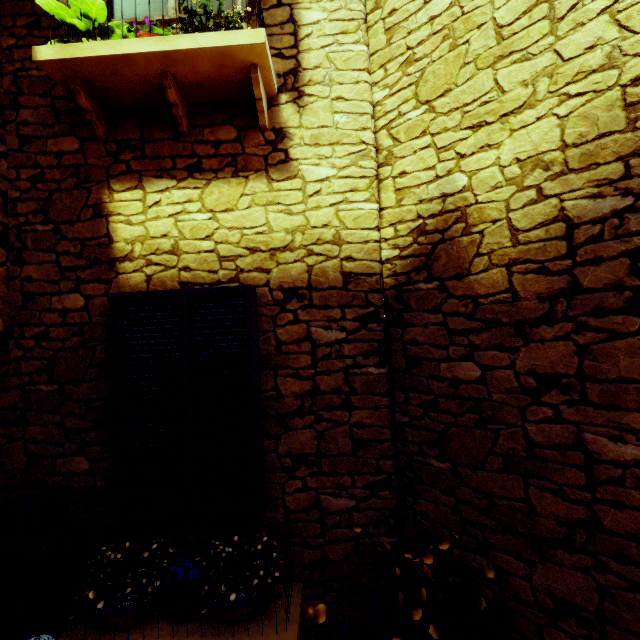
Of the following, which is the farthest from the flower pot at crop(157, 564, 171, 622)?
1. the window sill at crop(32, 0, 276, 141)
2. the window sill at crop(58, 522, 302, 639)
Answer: the window sill at crop(32, 0, 276, 141)

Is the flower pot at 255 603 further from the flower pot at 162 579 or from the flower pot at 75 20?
the flower pot at 75 20

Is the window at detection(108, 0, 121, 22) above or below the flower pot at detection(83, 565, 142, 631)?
above

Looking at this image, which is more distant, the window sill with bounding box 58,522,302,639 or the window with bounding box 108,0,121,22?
the window with bounding box 108,0,121,22

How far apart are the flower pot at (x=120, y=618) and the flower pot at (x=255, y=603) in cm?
8

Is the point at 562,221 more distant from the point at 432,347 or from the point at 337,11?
the point at 337,11

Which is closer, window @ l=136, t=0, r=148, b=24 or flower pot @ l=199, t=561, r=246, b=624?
flower pot @ l=199, t=561, r=246, b=624

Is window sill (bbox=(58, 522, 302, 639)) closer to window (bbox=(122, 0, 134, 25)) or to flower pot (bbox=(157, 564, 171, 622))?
flower pot (bbox=(157, 564, 171, 622))
